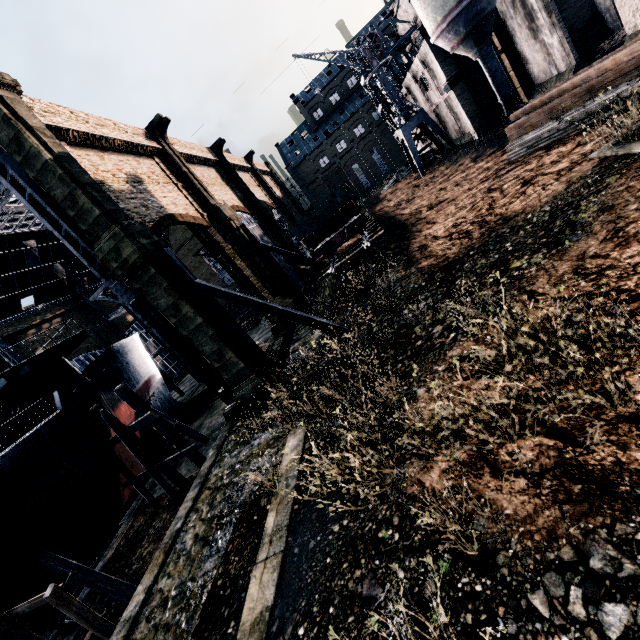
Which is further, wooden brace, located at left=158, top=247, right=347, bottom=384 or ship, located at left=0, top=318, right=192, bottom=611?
wooden brace, located at left=158, top=247, right=347, bottom=384

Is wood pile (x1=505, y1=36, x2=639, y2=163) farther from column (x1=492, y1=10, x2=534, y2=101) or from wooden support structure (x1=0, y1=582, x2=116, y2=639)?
wooden support structure (x1=0, y1=582, x2=116, y2=639)

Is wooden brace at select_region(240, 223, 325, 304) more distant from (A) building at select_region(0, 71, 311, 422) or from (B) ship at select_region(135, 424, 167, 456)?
(B) ship at select_region(135, 424, 167, 456)

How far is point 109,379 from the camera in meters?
21.3

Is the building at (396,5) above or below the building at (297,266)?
above

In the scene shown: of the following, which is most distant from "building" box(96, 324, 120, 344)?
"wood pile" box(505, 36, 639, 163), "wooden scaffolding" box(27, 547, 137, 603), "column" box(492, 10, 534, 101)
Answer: "wooden scaffolding" box(27, 547, 137, 603)

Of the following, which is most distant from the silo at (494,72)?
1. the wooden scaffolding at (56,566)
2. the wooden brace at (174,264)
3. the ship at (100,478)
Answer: the wooden scaffolding at (56,566)

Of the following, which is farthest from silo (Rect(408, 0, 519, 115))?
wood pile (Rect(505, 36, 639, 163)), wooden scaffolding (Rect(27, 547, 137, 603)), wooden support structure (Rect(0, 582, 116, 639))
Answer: wooden scaffolding (Rect(27, 547, 137, 603))
